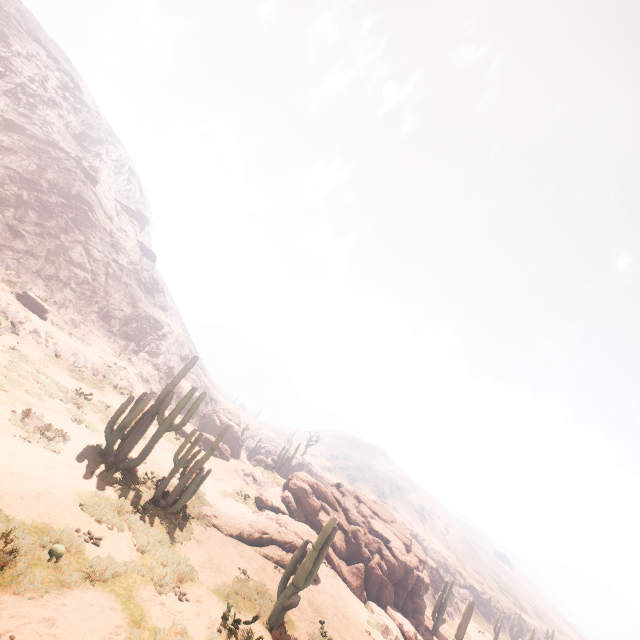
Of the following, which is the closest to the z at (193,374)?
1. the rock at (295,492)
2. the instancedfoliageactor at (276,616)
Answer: the rock at (295,492)

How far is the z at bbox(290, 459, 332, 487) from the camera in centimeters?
5819cm

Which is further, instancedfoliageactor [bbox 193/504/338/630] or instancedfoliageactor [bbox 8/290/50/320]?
instancedfoliageactor [bbox 8/290/50/320]

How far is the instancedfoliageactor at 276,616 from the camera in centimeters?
1004cm

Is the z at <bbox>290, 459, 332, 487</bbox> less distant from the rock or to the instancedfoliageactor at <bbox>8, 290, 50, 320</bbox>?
the rock

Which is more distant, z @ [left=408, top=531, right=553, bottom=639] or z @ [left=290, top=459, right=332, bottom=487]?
z @ [left=290, top=459, right=332, bottom=487]

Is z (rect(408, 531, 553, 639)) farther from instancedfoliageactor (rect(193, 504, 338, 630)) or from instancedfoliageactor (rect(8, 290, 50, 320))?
instancedfoliageactor (rect(193, 504, 338, 630))

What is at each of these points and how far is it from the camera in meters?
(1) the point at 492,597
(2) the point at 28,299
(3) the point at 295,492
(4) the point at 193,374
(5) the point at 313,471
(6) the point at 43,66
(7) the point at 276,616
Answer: (1) z, 53.0 m
(2) instancedfoliageactor, 23.5 m
(3) rock, 22.9 m
(4) z, 50.5 m
(5) z, 59.7 m
(6) z, 57.2 m
(7) instancedfoliageactor, 9.8 m
